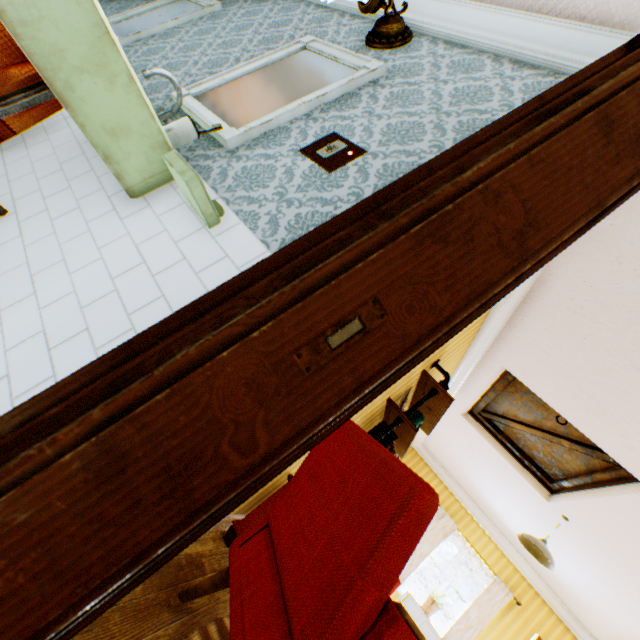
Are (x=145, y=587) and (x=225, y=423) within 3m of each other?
yes

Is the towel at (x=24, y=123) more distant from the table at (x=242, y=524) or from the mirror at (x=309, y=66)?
the table at (x=242, y=524)

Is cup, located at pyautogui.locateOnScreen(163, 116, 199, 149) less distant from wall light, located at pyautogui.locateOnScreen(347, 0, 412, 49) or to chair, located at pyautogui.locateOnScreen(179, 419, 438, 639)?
wall light, located at pyautogui.locateOnScreen(347, 0, 412, 49)

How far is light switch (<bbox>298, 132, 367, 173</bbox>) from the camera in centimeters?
144cm

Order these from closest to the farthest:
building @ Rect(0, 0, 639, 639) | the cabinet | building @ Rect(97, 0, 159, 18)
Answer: building @ Rect(0, 0, 639, 639), building @ Rect(97, 0, 159, 18), the cabinet

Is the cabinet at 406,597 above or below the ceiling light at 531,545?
below

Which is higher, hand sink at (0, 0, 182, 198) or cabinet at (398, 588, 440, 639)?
hand sink at (0, 0, 182, 198)

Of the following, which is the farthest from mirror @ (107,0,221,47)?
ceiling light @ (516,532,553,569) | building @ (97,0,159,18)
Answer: ceiling light @ (516,532,553,569)
